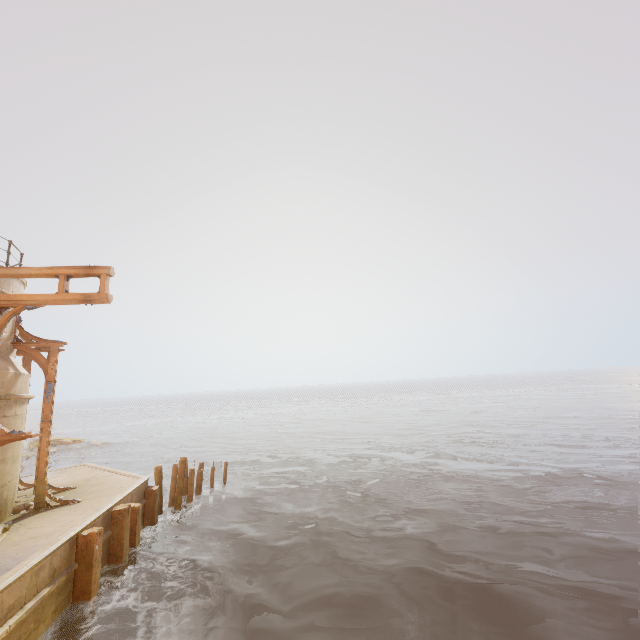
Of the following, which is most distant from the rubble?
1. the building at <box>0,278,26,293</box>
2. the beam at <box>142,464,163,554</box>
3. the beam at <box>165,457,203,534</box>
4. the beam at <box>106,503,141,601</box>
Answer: the beam at <box>165,457,203,534</box>

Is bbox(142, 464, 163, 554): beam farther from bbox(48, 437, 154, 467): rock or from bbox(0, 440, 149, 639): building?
bbox(48, 437, 154, 467): rock

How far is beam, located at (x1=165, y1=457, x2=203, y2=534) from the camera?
12.98m

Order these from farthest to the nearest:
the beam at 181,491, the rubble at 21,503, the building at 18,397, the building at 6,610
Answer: the beam at 181,491 → the rubble at 21,503 → the building at 18,397 → the building at 6,610

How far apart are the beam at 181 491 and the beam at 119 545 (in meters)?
4.00

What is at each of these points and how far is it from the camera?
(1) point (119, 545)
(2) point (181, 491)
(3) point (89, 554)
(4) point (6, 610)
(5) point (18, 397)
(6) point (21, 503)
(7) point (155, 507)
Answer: (1) beam, 9.2m
(2) beam, 13.1m
(3) beam, 7.6m
(4) building, 5.7m
(5) building, 9.2m
(6) rubble, 9.5m
(7) beam, 11.7m

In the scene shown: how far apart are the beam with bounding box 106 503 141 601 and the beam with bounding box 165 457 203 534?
4.0 meters

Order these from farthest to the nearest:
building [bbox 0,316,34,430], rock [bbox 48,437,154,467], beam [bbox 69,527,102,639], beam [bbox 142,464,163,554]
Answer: rock [bbox 48,437,154,467]
beam [bbox 142,464,163,554]
building [bbox 0,316,34,430]
beam [bbox 69,527,102,639]
